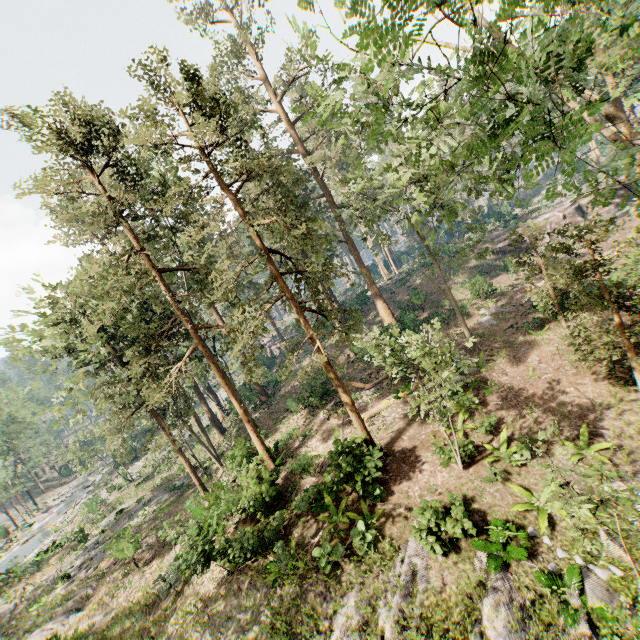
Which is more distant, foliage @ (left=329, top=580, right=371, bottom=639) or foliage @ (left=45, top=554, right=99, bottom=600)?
foliage @ (left=45, top=554, right=99, bottom=600)

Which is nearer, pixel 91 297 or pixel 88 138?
pixel 88 138

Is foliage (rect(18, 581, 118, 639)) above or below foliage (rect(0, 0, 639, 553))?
below

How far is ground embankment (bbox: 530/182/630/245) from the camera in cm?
3812

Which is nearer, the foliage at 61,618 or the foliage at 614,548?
the foliage at 614,548

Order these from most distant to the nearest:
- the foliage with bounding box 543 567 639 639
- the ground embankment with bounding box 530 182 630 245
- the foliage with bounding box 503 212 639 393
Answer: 1. the ground embankment with bounding box 530 182 630 245
2. the foliage with bounding box 503 212 639 393
3. the foliage with bounding box 543 567 639 639

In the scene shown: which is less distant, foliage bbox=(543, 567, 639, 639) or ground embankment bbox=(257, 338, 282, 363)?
foliage bbox=(543, 567, 639, 639)

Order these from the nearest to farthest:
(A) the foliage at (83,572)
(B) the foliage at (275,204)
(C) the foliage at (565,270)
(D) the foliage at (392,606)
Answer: (B) the foliage at (275,204), (D) the foliage at (392,606), (C) the foliage at (565,270), (A) the foliage at (83,572)
